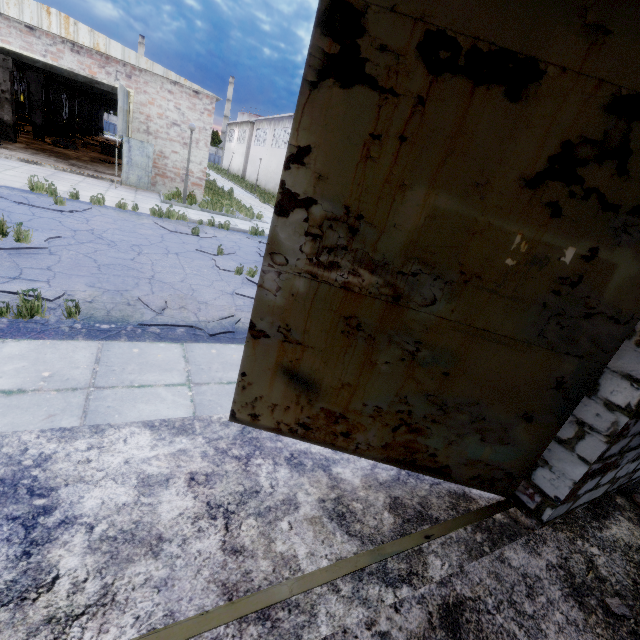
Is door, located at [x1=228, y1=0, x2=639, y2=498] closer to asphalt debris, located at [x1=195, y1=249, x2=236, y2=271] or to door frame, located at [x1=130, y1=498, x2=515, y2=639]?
door frame, located at [x1=130, y1=498, x2=515, y2=639]

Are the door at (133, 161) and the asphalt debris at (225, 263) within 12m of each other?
yes

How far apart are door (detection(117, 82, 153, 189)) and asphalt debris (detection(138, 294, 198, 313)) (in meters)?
10.77

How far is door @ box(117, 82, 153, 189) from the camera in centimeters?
1292cm

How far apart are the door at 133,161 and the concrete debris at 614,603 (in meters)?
17.18

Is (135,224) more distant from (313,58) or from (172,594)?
(172,594)

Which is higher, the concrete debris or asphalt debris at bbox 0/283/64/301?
the concrete debris

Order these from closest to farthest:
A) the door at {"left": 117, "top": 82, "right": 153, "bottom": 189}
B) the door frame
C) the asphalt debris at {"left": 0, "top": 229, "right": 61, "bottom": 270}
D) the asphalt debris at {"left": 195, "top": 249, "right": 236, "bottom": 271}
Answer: the door frame < the asphalt debris at {"left": 0, "top": 229, "right": 61, "bottom": 270} < the asphalt debris at {"left": 195, "top": 249, "right": 236, "bottom": 271} < the door at {"left": 117, "top": 82, "right": 153, "bottom": 189}
